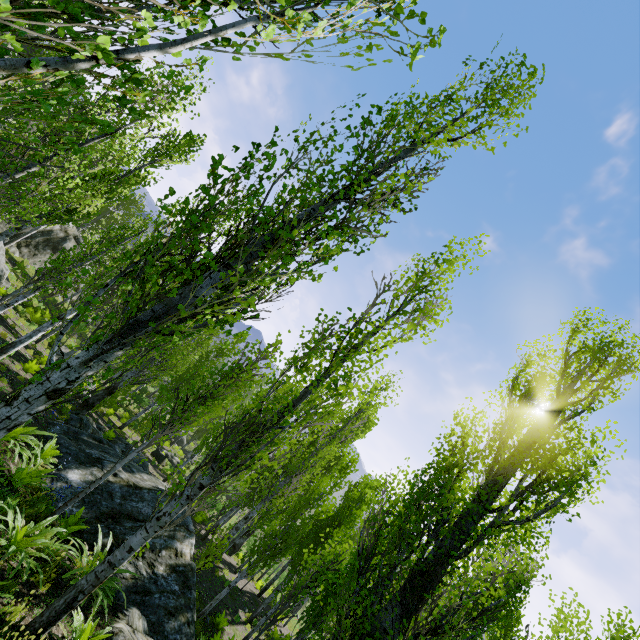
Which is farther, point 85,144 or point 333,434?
point 333,434

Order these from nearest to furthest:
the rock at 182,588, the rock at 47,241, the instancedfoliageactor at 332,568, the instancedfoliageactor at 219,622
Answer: the instancedfoliageactor at 332,568 → the rock at 182,588 → the instancedfoliageactor at 219,622 → the rock at 47,241

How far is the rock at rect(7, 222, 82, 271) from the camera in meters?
27.2

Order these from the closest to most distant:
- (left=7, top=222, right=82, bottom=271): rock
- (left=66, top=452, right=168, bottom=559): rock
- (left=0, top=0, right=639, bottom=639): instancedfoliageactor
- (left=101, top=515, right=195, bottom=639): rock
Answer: (left=0, top=0, right=639, bottom=639): instancedfoliageactor, (left=101, top=515, right=195, bottom=639): rock, (left=66, top=452, right=168, bottom=559): rock, (left=7, top=222, right=82, bottom=271): rock

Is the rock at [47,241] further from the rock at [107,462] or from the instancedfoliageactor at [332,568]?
the rock at [107,462]

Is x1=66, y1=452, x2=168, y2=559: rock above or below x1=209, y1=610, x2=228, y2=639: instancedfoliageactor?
above

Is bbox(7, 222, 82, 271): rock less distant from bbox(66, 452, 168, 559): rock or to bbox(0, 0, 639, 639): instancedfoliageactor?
bbox(0, 0, 639, 639): instancedfoliageactor
